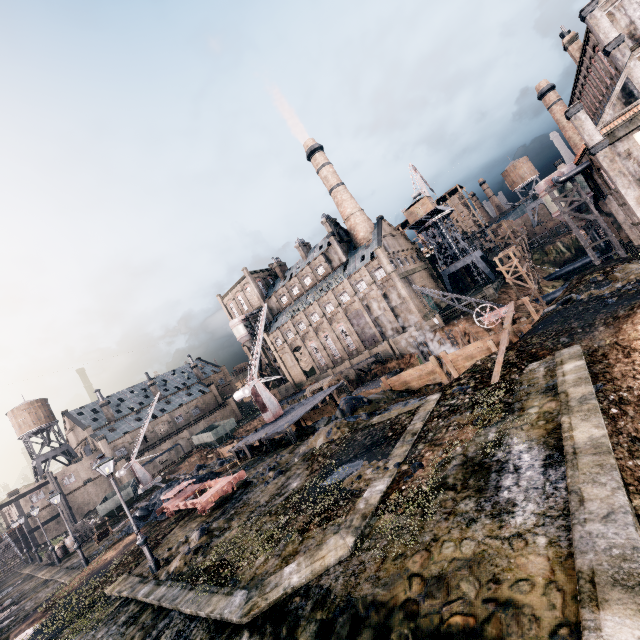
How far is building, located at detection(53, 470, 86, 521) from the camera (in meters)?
58.97

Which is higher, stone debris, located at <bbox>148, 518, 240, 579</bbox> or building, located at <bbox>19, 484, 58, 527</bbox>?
building, located at <bbox>19, 484, 58, 527</bbox>

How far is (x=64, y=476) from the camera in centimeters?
5991cm

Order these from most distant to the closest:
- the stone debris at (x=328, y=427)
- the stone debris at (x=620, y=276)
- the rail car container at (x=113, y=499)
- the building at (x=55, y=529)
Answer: the building at (x=55, y=529) < the rail car container at (x=113, y=499) < the stone debris at (x=328, y=427) < the stone debris at (x=620, y=276)

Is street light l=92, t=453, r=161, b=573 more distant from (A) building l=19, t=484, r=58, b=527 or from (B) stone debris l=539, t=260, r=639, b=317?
(A) building l=19, t=484, r=58, b=527

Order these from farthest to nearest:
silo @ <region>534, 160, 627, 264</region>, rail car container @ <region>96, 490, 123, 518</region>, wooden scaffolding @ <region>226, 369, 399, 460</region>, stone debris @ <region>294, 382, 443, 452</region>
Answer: silo @ <region>534, 160, 627, 264</region>, rail car container @ <region>96, 490, 123, 518</region>, wooden scaffolding @ <region>226, 369, 399, 460</region>, stone debris @ <region>294, 382, 443, 452</region>

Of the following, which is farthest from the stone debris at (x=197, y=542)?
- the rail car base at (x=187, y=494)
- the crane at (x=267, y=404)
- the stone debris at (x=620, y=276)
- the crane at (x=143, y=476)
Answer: the crane at (x=143, y=476)
